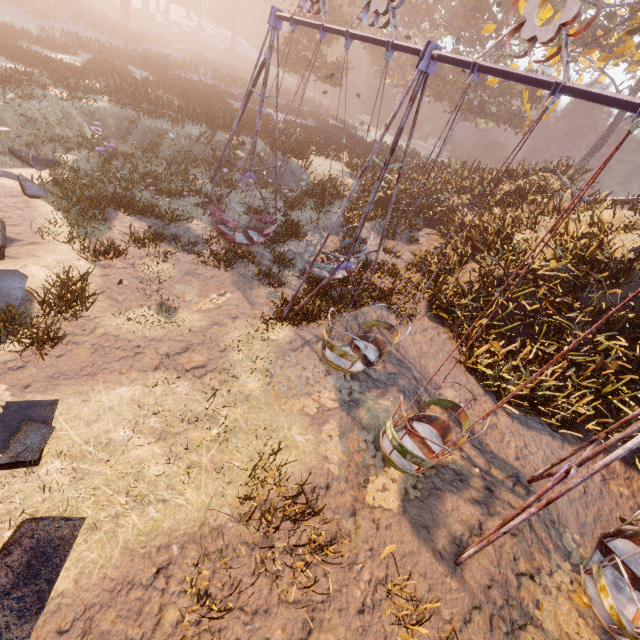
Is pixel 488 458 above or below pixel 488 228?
below

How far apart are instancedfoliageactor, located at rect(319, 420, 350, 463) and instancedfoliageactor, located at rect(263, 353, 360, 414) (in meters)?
0.38

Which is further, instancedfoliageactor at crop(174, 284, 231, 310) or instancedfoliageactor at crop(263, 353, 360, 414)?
instancedfoliageactor at crop(174, 284, 231, 310)

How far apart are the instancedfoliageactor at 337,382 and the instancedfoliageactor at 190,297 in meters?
2.3 m

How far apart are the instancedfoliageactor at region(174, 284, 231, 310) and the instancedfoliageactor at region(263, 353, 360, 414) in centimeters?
231cm

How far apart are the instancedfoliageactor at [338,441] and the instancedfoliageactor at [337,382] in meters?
0.4

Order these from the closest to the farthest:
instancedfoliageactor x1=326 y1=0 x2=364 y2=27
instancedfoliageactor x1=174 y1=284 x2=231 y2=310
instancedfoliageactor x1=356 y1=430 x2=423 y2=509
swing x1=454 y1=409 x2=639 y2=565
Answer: swing x1=454 y1=409 x2=639 y2=565 < instancedfoliageactor x1=356 y1=430 x2=423 y2=509 < instancedfoliageactor x1=174 y1=284 x2=231 y2=310 < instancedfoliageactor x1=326 y1=0 x2=364 y2=27

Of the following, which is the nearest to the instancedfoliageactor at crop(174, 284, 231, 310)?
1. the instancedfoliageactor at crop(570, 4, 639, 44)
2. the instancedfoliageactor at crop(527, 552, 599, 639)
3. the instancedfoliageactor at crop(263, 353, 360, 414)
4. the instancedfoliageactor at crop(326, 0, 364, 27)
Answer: the instancedfoliageactor at crop(263, 353, 360, 414)
